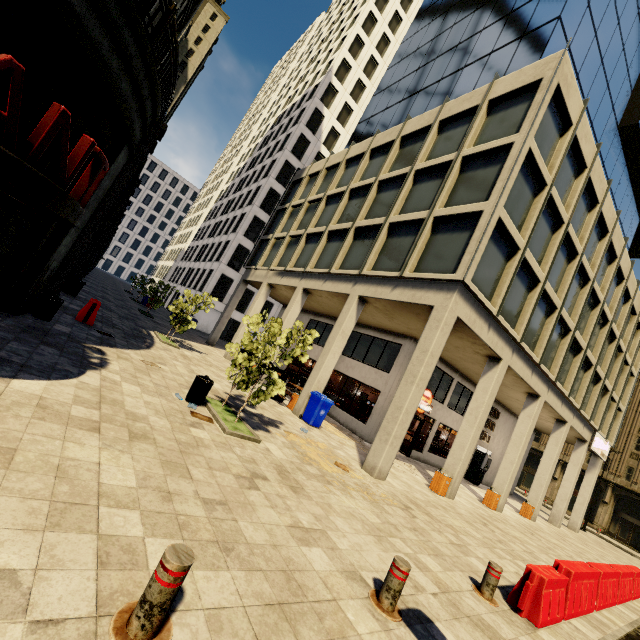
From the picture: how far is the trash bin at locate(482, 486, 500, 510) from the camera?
15.18m

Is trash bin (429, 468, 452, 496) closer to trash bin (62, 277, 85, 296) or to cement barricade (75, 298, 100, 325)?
cement barricade (75, 298, 100, 325)

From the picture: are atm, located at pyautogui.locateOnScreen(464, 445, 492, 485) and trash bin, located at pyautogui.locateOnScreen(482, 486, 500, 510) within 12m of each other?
yes

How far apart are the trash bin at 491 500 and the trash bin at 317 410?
9.1 meters

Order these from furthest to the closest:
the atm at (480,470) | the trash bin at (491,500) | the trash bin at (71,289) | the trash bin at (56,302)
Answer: the atm at (480,470)
the trash bin at (71,289)
the trash bin at (491,500)
the trash bin at (56,302)

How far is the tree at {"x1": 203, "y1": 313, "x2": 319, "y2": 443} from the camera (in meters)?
7.95

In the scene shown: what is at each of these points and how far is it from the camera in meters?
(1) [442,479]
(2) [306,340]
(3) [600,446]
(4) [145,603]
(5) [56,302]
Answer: (1) trash bin, 12.5 m
(2) tree, 8.4 m
(3) sign, 22.6 m
(4) metal bar, 2.3 m
(5) trash bin, 9.1 m

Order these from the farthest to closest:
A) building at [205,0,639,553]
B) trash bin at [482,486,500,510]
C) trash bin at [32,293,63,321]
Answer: trash bin at [482,486,500,510]
building at [205,0,639,553]
trash bin at [32,293,63,321]
